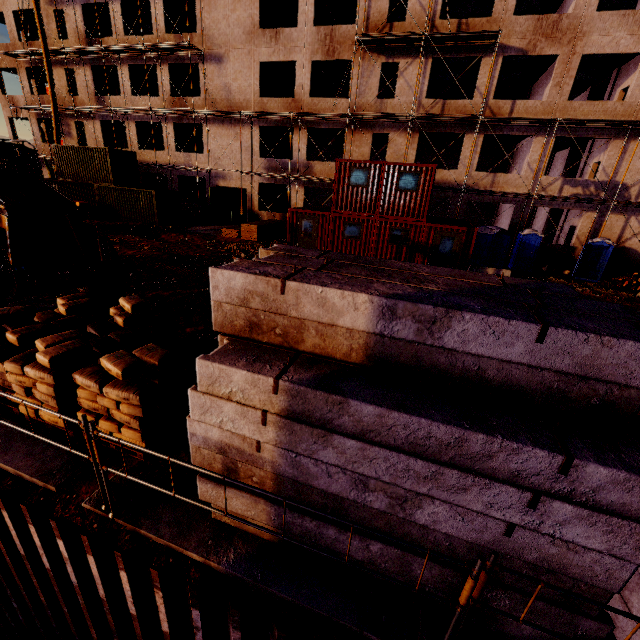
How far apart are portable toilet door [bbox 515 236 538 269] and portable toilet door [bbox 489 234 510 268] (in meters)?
1.22

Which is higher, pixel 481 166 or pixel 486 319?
pixel 481 166

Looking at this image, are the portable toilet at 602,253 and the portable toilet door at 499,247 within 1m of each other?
no

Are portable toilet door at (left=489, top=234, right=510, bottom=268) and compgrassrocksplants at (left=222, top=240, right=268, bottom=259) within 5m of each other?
no

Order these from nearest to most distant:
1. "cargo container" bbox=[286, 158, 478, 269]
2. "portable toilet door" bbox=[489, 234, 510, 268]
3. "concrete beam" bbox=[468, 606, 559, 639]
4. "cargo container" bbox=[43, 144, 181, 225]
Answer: "concrete beam" bbox=[468, 606, 559, 639] < "cargo container" bbox=[286, 158, 478, 269] < "portable toilet door" bbox=[489, 234, 510, 268] < "cargo container" bbox=[43, 144, 181, 225]

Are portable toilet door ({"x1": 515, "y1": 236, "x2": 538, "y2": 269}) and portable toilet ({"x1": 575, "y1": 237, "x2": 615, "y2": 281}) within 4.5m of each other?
yes

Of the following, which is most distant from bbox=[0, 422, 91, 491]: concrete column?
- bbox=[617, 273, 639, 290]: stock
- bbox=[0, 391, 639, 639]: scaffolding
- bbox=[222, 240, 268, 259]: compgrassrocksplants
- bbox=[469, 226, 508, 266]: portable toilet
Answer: bbox=[617, 273, 639, 290]: stock

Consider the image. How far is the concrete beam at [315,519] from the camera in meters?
3.3
